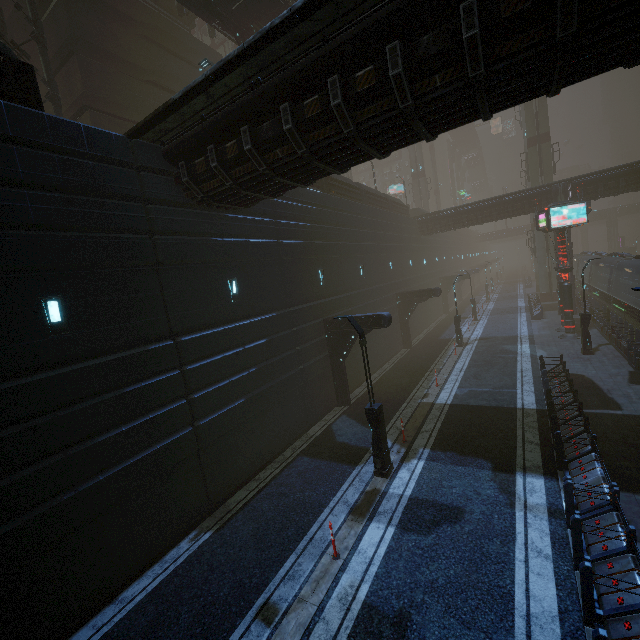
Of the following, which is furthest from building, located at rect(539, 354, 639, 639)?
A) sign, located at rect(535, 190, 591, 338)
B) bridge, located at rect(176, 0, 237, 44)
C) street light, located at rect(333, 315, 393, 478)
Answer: bridge, located at rect(176, 0, 237, 44)

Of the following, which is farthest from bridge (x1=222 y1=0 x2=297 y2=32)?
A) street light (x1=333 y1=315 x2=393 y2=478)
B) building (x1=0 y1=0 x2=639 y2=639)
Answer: street light (x1=333 y1=315 x2=393 y2=478)

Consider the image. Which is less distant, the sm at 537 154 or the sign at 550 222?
the sign at 550 222

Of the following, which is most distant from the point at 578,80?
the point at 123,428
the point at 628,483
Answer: the point at 123,428

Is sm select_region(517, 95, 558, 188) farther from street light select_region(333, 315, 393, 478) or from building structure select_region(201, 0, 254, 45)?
street light select_region(333, 315, 393, 478)

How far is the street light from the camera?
10.63m

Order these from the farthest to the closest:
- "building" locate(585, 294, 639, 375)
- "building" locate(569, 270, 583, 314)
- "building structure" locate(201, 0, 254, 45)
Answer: "building" locate(569, 270, 583, 314)
"building structure" locate(201, 0, 254, 45)
"building" locate(585, 294, 639, 375)

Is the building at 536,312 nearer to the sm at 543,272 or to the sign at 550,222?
the sm at 543,272
